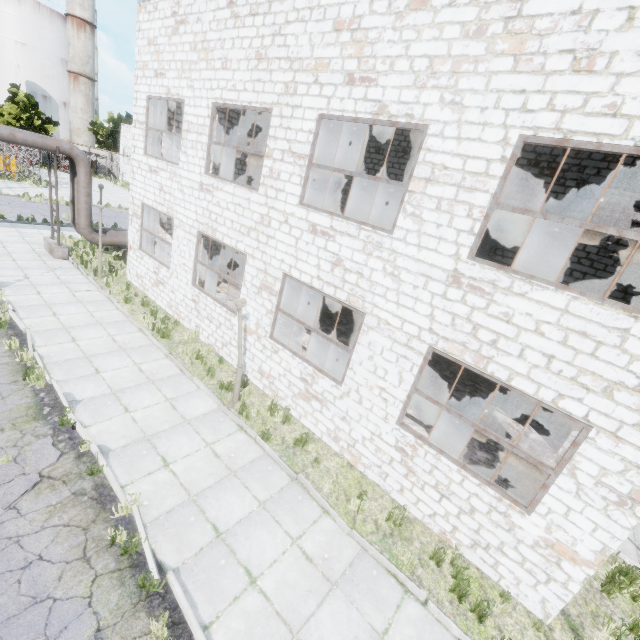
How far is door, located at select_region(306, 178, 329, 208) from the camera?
18.67m

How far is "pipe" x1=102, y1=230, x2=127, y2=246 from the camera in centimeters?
1700cm

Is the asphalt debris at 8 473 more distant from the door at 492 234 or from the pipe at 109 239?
the door at 492 234

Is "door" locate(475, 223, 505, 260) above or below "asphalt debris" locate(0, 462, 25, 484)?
above

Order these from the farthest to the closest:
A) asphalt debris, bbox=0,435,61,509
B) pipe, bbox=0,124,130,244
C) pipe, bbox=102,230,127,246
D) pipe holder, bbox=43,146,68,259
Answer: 1. pipe, bbox=102,230,127,246
2. pipe holder, bbox=43,146,68,259
3. pipe, bbox=0,124,130,244
4. asphalt debris, bbox=0,435,61,509

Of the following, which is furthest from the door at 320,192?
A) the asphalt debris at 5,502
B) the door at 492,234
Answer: the asphalt debris at 5,502

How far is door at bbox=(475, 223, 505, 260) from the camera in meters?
13.4

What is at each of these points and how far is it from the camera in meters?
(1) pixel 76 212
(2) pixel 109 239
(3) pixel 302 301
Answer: (1) pipe, 16.4 m
(2) pipe, 17.1 m
(3) wire spool, 15.1 m
